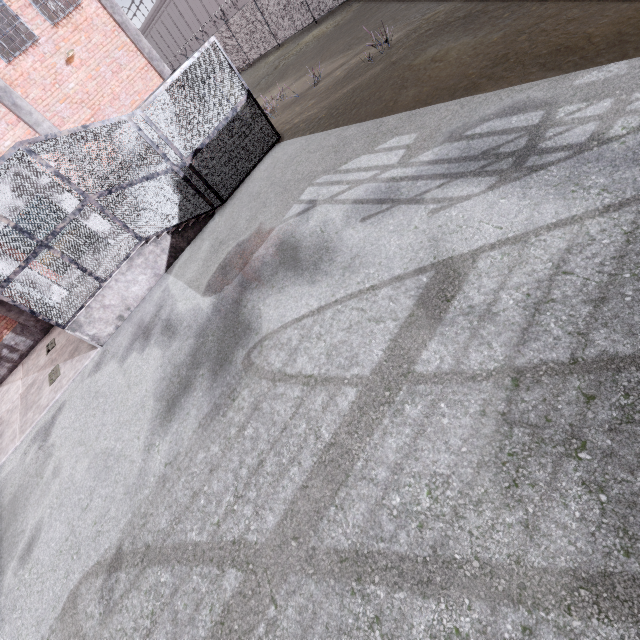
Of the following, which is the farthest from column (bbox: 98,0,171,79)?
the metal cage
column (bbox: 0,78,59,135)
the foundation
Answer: the foundation

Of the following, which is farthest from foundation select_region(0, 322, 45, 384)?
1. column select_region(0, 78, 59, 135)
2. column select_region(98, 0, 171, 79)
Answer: column select_region(98, 0, 171, 79)

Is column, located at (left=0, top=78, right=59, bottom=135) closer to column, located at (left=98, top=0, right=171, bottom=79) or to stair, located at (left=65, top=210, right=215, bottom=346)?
stair, located at (left=65, top=210, right=215, bottom=346)

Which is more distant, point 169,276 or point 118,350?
point 169,276

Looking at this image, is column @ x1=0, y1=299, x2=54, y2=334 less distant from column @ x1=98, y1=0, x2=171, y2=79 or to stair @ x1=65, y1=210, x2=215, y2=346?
stair @ x1=65, y1=210, x2=215, y2=346

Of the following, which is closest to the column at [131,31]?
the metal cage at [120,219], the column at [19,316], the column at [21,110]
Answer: the metal cage at [120,219]

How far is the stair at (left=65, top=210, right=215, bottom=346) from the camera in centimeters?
859cm

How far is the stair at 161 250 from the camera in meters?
8.6 m
